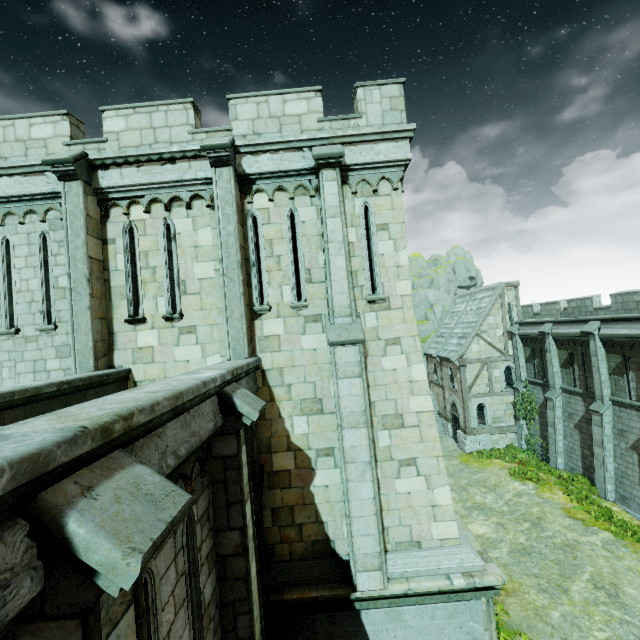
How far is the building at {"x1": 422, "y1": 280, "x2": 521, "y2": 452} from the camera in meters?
25.8

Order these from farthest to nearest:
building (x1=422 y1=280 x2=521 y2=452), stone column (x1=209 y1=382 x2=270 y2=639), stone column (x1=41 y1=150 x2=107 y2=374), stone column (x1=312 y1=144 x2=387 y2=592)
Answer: building (x1=422 y1=280 x2=521 y2=452), stone column (x1=41 y1=150 x2=107 y2=374), stone column (x1=312 y1=144 x2=387 y2=592), stone column (x1=209 y1=382 x2=270 y2=639)

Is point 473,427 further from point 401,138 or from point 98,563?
point 98,563

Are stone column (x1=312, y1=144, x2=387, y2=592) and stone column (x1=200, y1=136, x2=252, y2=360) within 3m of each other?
yes

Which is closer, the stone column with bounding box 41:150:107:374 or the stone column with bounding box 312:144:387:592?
the stone column with bounding box 312:144:387:592

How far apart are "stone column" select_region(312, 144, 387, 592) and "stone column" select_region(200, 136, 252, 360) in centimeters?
183cm

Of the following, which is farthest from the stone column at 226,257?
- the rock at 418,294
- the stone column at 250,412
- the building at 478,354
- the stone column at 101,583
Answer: the rock at 418,294

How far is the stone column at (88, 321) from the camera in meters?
7.5
